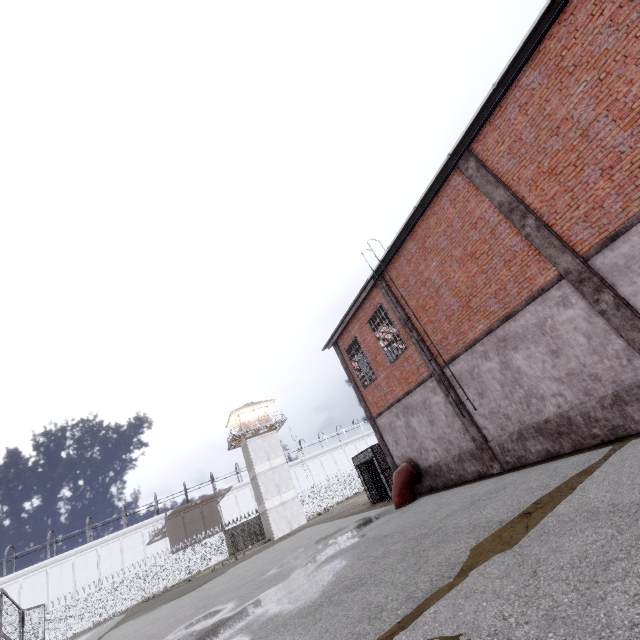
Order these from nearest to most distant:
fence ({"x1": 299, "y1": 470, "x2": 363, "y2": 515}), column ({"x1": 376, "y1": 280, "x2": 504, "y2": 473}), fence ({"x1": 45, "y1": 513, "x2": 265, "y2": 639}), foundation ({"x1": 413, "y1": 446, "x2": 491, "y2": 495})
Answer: column ({"x1": 376, "y1": 280, "x2": 504, "y2": 473}) < foundation ({"x1": 413, "y1": 446, "x2": 491, "y2": 495}) < fence ({"x1": 45, "y1": 513, "x2": 265, "y2": 639}) < fence ({"x1": 299, "y1": 470, "x2": 363, "y2": 515})

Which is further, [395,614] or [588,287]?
[588,287]

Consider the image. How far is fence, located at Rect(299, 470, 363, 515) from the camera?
43.7m

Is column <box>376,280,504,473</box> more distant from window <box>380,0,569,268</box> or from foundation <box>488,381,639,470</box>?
window <box>380,0,569,268</box>

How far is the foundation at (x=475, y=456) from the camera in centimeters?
1180cm

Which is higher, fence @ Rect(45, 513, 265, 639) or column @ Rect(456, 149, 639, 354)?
column @ Rect(456, 149, 639, 354)

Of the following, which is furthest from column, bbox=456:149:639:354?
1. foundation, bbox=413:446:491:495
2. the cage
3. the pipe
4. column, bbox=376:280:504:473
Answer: the cage

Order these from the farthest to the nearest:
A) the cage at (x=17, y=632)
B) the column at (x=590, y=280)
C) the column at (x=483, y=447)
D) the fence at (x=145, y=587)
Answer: the fence at (x=145, y=587), the cage at (x=17, y=632), the column at (x=483, y=447), the column at (x=590, y=280)
